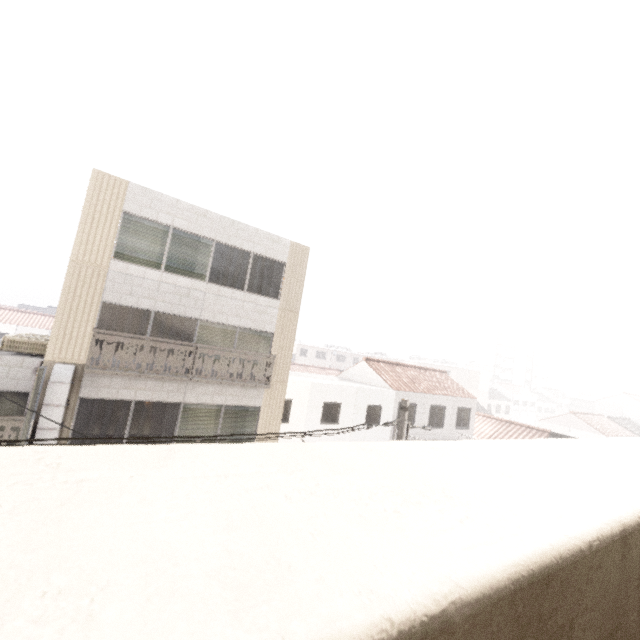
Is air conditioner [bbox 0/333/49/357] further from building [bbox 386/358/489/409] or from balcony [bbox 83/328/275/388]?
building [bbox 386/358/489/409]

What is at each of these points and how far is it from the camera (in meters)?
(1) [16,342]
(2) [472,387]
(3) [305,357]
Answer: (1) air conditioner, 9.40
(2) building, 49.59
(3) building, 57.28

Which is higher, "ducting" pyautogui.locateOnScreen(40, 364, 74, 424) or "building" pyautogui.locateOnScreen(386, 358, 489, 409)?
"building" pyautogui.locateOnScreen(386, 358, 489, 409)

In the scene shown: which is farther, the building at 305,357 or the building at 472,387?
the building at 305,357

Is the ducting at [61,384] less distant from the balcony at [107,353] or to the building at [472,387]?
the balcony at [107,353]

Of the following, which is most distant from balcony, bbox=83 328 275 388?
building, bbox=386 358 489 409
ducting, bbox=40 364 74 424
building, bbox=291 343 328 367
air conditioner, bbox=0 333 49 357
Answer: building, bbox=386 358 489 409

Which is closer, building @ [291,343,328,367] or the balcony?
the balcony

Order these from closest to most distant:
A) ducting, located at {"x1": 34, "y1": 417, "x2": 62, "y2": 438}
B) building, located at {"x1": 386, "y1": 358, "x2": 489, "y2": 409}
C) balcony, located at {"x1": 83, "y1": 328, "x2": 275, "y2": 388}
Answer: ducting, located at {"x1": 34, "y1": 417, "x2": 62, "y2": 438} < balcony, located at {"x1": 83, "y1": 328, "x2": 275, "y2": 388} < building, located at {"x1": 386, "y1": 358, "x2": 489, "y2": 409}
